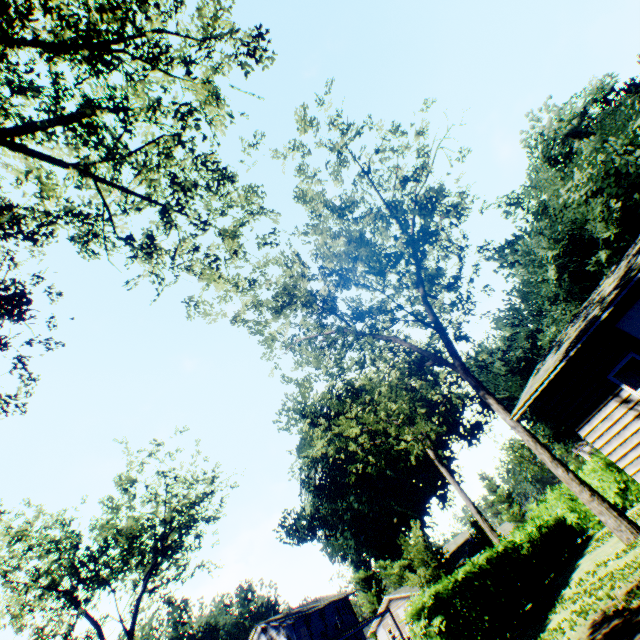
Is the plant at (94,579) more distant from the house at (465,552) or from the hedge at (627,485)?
the hedge at (627,485)

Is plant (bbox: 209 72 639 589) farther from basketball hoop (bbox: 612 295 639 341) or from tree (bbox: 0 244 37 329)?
tree (bbox: 0 244 37 329)

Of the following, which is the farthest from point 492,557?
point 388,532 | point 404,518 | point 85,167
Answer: point 404,518

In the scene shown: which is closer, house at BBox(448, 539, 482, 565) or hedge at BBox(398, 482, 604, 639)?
hedge at BBox(398, 482, 604, 639)

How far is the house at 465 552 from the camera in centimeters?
5434cm

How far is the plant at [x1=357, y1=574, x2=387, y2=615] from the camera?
57.0 meters

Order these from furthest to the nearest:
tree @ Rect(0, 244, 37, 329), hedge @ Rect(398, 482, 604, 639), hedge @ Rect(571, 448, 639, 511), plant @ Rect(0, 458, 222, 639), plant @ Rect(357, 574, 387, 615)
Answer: plant @ Rect(357, 574, 387, 615)
plant @ Rect(0, 458, 222, 639)
hedge @ Rect(571, 448, 639, 511)
hedge @ Rect(398, 482, 604, 639)
tree @ Rect(0, 244, 37, 329)

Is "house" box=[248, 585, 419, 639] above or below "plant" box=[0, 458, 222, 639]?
below
